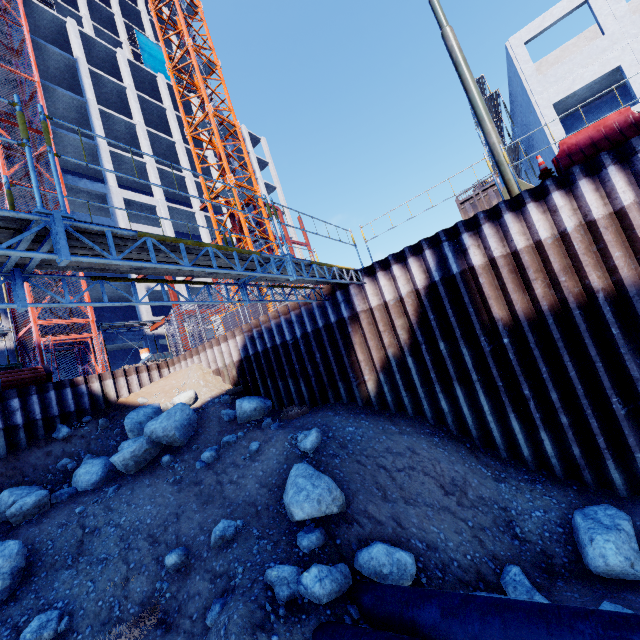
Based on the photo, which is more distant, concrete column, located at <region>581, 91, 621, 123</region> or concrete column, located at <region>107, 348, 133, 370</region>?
concrete column, located at <region>107, 348, 133, 370</region>

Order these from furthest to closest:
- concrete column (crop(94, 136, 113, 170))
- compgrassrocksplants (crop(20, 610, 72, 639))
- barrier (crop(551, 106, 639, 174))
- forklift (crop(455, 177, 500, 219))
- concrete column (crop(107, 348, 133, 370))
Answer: concrete column (crop(94, 136, 113, 170)) < concrete column (crop(107, 348, 133, 370)) < forklift (crop(455, 177, 500, 219)) < barrier (crop(551, 106, 639, 174)) < compgrassrocksplants (crop(20, 610, 72, 639))

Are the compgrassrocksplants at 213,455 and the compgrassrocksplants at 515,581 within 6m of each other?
no

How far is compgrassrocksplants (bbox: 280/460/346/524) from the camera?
5.99m

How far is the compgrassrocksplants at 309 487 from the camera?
6.0 meters

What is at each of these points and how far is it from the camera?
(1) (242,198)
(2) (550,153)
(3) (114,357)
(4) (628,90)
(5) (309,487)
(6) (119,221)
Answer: (1) tower crane, 22.0m
(2) concrete column, 18.5m
(3) concrete column, 25.1m
(4) concrete column, 18.6m
(5) compgrassrocksplants, 6.4m
(6) concrete column, 24.7m

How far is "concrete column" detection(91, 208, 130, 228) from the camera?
23.6 meters

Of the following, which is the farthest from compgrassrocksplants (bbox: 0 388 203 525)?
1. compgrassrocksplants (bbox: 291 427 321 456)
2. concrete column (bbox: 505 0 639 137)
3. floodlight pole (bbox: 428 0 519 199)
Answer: concrete column (bbox: 505 0 639 137)
